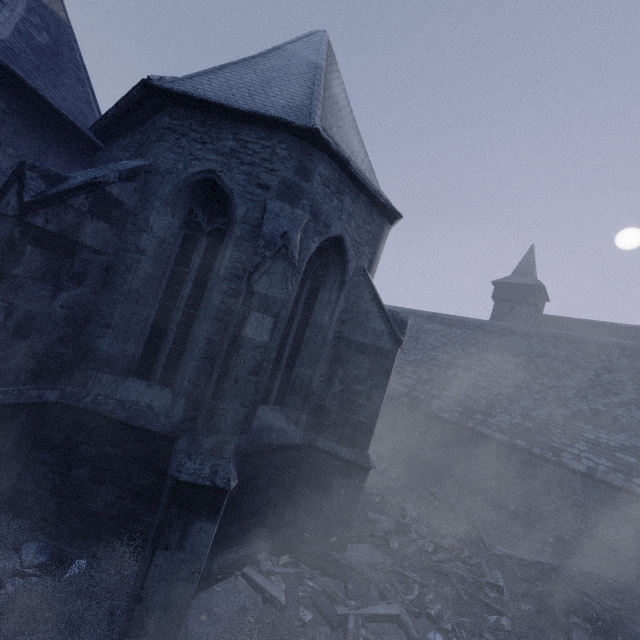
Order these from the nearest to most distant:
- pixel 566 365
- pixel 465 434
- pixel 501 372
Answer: pixel 465 434, pixel 566 365, pixel 501 372

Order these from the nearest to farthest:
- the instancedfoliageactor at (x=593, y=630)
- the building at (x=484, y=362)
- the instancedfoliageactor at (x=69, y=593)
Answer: the instancedfoliageactor at (x=69, y=593)
the building at (x=484, y=362)
the instancedfoliageactor at (x=593, y=630)

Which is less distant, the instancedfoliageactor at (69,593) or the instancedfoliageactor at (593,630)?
the instancedfoliageactor at (69,593)

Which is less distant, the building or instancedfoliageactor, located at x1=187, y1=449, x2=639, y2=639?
the building

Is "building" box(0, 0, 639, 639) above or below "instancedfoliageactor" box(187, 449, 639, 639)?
above

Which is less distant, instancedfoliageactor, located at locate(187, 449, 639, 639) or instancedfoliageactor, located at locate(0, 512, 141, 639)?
instancedfoliageactor, located at locate(0, 512, 141, 639)
